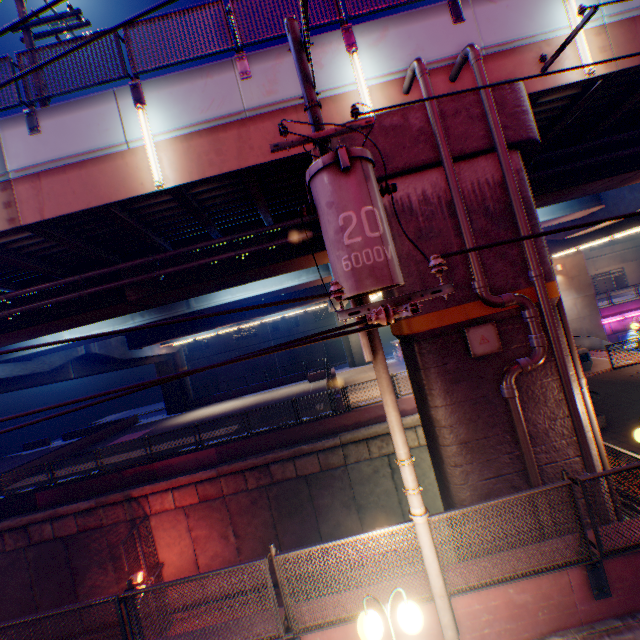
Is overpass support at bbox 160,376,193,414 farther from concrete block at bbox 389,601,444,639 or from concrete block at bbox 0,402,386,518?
concrete block at bbox 389,601,444,639

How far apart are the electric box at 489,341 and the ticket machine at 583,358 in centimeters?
1208cm

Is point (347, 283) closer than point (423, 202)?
Yes

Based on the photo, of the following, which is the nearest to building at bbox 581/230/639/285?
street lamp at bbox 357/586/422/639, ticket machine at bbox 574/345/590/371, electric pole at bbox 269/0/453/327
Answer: ticket machine at bbox 574/345/590/371

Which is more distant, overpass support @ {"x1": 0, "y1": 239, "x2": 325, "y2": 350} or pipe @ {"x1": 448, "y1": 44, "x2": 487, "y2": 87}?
overpass support @ {"x1": 0, "y1": 239, "x2": 325, "y2": 350}

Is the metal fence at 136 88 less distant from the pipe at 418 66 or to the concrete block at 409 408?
the pipe at 418 66

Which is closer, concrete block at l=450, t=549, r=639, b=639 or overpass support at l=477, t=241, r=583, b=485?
concrete block at l=450, t=549, r=639, b=639

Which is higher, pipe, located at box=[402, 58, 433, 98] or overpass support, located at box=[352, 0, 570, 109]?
overpass support, located at box=[352, 0, 570, 109]
